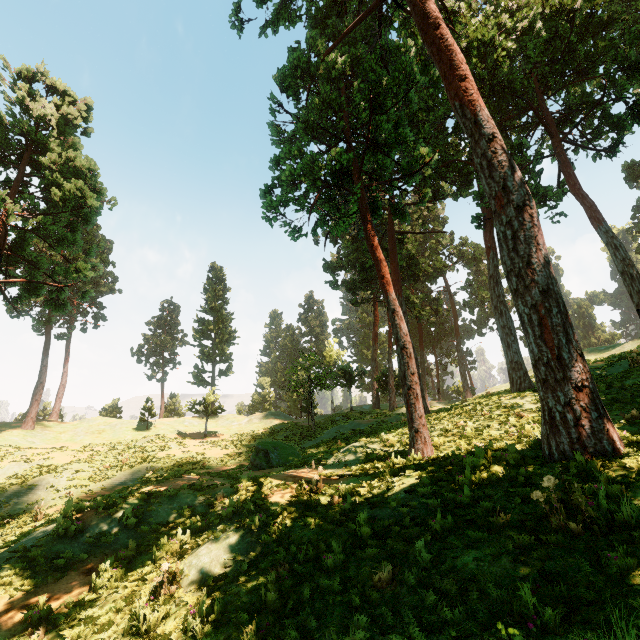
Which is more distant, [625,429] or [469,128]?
[469,128]

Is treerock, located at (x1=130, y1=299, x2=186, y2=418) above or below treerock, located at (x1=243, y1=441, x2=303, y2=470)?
above

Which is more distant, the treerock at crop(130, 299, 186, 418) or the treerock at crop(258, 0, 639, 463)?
the treerock at crop(130, 299, 186, 418)

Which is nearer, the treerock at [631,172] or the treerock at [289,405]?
the treerock at [289,405]

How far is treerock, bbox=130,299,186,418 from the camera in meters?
53.1 m

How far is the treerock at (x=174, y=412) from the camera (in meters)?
53.12
